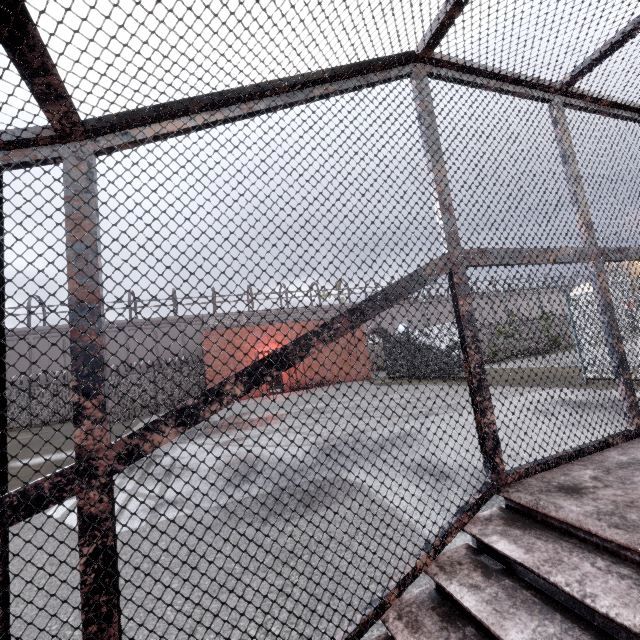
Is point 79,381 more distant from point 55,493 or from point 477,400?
point 477,400

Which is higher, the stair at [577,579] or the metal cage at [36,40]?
the metal cage at [36,40]

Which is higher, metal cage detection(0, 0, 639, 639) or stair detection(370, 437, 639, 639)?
metal cage detection(0, 0, 639, 639)
